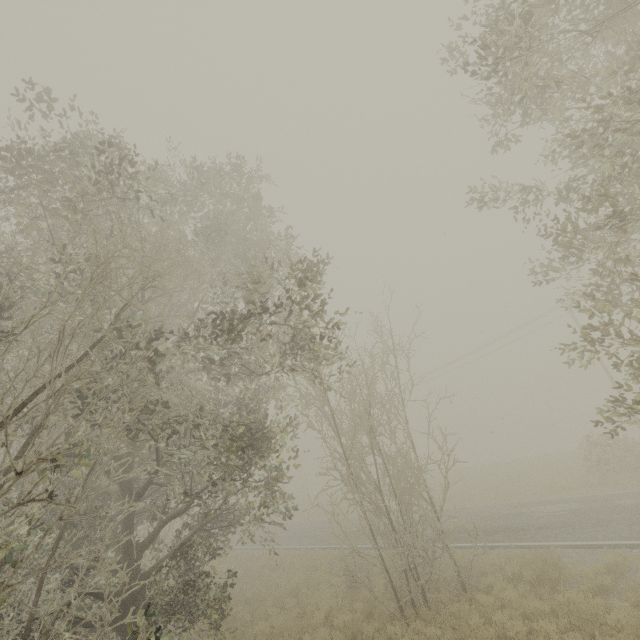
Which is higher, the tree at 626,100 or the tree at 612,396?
the tree at 626,100

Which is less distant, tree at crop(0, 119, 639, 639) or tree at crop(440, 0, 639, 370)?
tree at crop(0, 119, 639, 639)

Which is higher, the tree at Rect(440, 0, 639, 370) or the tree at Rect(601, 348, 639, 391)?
the tree at Rect(440, 0, 639, 370)

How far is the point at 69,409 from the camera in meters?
7.1 m

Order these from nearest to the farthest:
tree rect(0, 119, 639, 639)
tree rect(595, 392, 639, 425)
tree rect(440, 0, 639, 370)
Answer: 1. tree rect(0, 119, 639, 639)
2. tree rect(440, 0, 639, 370)
3. tree rect(595, 392, 639, 425)

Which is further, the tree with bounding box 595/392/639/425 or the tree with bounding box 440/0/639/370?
the tree with bounding box 595/392/639/425

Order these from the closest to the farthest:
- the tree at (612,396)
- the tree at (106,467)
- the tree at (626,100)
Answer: the tree at (106,467) → the tree at (626,100) → the tree at (612,396)
